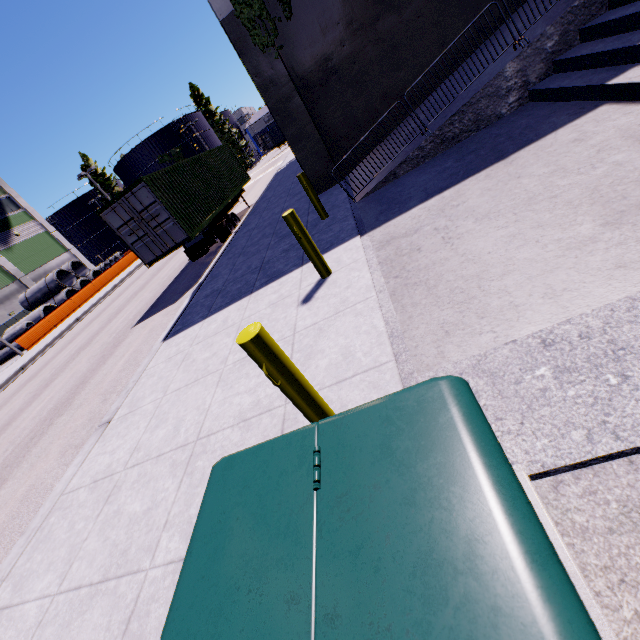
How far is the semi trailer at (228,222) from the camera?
13.74m

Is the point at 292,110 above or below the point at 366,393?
above

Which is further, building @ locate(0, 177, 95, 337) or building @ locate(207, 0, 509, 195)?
building @ locate(0, 177, 95, 337)

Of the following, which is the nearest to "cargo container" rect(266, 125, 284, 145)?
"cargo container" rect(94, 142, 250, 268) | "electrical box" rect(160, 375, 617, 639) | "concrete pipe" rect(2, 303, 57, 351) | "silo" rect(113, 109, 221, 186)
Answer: "silo" rect(113, 109, 221, 186)

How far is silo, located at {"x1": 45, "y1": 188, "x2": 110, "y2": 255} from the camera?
56.4m

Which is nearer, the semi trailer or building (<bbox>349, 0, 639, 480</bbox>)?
building (<bbox>349, 0, 639, 480</bbox>)

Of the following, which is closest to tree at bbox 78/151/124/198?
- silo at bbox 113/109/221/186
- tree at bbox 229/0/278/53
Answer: silo at bbox 113/109/221/186

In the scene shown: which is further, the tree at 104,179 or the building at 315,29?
the tree at 104,179
